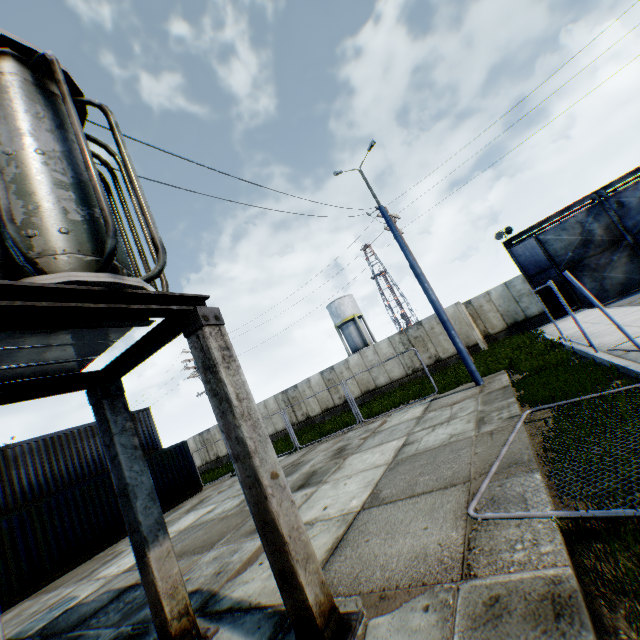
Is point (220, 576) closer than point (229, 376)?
No

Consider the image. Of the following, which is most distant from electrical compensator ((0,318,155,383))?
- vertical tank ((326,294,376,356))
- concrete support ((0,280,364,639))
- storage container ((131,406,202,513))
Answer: vertical tank ((326,294,376,356))

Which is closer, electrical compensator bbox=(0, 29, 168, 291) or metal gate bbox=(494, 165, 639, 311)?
electrical compensator bbox=(0, 29, 168, 291)

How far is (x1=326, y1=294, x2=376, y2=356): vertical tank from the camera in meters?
42.3 m

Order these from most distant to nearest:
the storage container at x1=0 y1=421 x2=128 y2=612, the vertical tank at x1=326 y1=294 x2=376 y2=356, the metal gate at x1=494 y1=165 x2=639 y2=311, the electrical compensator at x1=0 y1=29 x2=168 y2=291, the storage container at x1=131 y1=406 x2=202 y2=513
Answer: the vertical tank at x1=326 y1=294 x2=376 y2=356 < the metal gate at x1=494 y1=165 x2=639 y2=311 < the storage container at x1=131 y1=406 x2=202 y2=513 < the storage container at x1=0 y1=421 x2=128 y2=612 < the electrical compensator at x1=0 y1=29 x2=168 y2=291

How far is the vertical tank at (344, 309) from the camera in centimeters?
4234cm

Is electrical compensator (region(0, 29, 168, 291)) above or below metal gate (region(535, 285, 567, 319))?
above

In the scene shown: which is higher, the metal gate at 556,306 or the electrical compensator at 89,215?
the electrical compensator at 89,215
